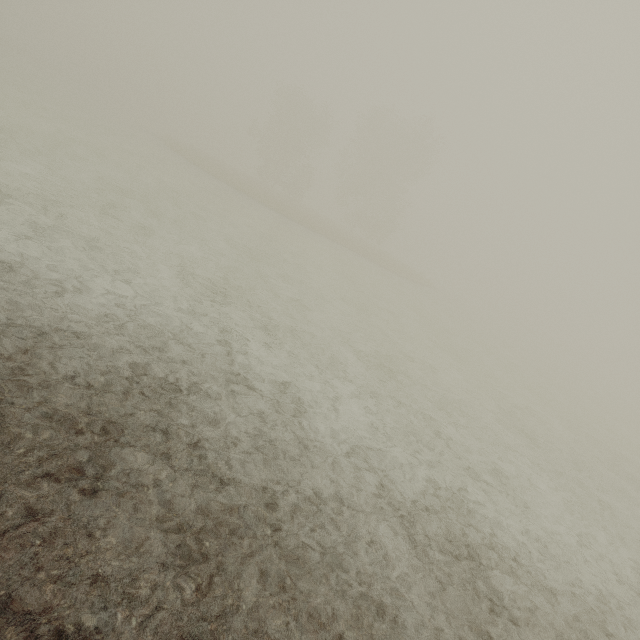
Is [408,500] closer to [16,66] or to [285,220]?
[285,220]
